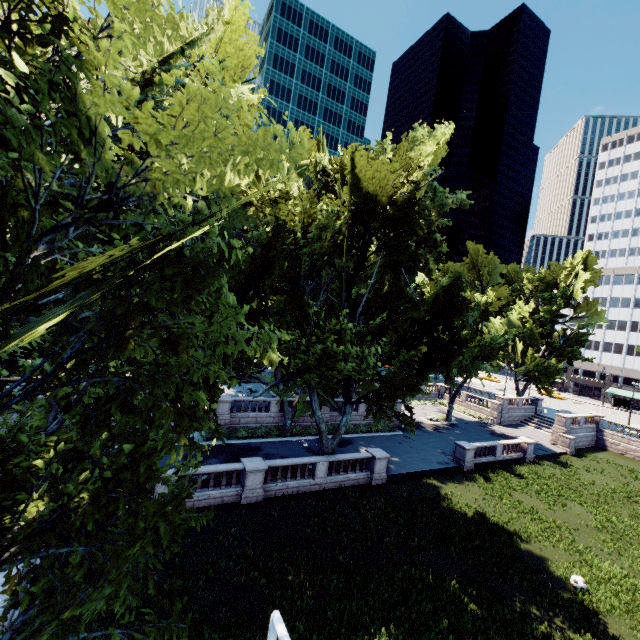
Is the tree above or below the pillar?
above

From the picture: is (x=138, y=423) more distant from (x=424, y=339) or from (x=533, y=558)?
(x=533, y=558)

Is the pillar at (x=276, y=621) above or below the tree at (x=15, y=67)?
below

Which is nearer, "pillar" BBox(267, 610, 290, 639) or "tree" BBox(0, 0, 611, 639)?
"tree" BBox(0, 0, 611, 639)

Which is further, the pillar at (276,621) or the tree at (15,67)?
the pillar at (276,621)
